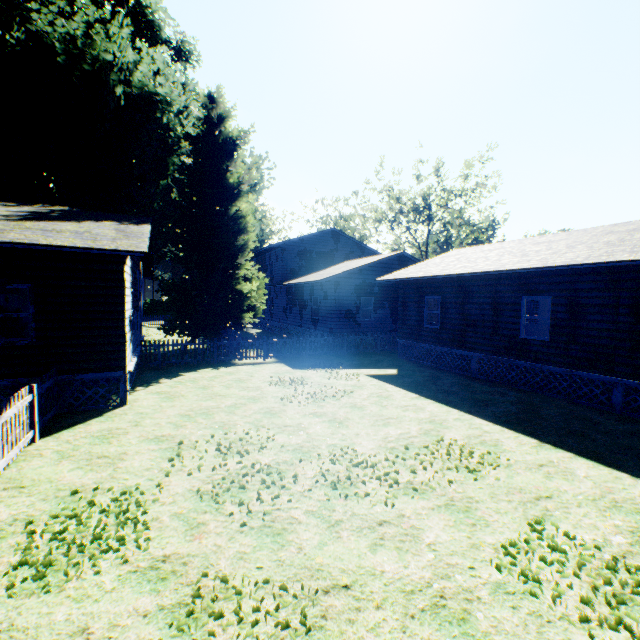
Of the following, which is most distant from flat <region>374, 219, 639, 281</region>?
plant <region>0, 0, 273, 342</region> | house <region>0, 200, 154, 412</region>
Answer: house <region>0, 200, 154, 412</region>

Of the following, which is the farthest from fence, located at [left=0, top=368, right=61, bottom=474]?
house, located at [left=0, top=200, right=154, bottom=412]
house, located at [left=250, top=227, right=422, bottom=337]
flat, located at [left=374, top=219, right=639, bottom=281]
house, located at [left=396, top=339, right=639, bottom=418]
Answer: house, located at [left=250, top=227, right=422, bottom=337]

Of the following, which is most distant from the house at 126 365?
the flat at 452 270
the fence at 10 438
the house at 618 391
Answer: the house at 618 391

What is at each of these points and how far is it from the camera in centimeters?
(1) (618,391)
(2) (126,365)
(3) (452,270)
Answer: (1) house, 967cm
(2) house, 952cm
(3) flat, 1420cm

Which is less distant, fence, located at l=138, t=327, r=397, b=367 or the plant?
fence, located at l=138, t=327, r=397, b=367

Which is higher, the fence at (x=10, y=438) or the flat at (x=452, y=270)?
the flat at (x=452, y=270)

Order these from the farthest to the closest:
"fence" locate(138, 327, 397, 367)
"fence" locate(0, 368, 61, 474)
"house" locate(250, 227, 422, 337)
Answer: "house" locate(250, 227, 422, 337) < "fence" locate(138, 327, 397, 367) < "fence" locate(0, 368, 61, 474)

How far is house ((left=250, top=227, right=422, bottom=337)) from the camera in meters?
20.9 m
